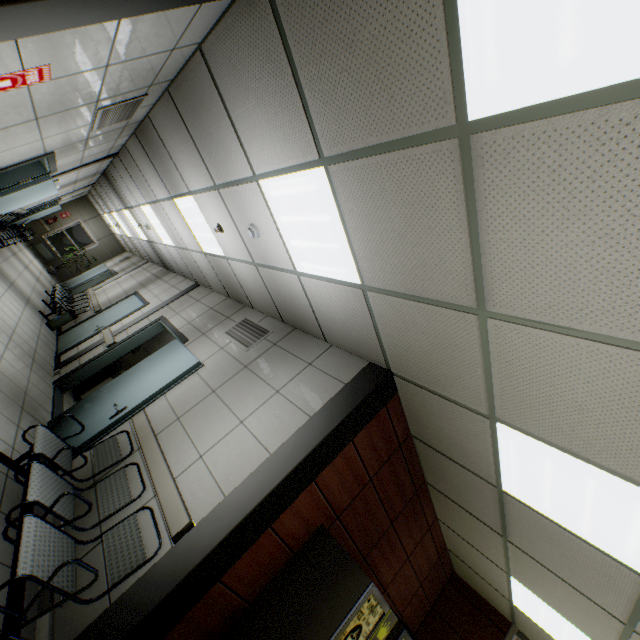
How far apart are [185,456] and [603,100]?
3.8m

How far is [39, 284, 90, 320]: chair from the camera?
8.62m

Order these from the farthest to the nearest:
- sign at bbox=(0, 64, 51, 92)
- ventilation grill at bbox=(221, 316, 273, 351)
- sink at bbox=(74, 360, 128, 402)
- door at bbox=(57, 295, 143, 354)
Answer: door at bbox=(57, 295, 143, 354), sink at bbox=(74, 360, 128, 402), ventilation grill at bbox=(221, 316, 273, 351), sign at bbox=(0, 64, 51, 92)

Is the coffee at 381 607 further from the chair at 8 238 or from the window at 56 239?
the window at 56 239

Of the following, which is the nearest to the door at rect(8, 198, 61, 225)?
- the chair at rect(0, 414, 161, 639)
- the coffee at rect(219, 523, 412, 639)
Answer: the chair at rect(0, 414, 161, 639)

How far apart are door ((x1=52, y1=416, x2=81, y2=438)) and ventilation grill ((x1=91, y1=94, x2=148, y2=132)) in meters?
2.8

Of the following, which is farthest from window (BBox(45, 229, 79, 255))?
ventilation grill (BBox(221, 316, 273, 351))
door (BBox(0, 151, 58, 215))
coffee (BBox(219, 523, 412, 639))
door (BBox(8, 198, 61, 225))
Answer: coffee (BBox(219, 523, 412, 639))

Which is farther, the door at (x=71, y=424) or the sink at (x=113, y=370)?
the sink at (x=113, y=370)
